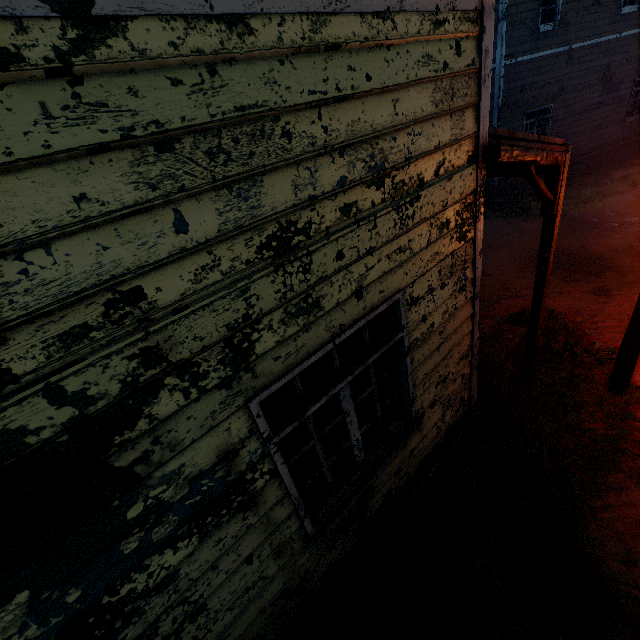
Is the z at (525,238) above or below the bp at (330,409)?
below

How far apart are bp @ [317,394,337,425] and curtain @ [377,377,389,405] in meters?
0.9 m

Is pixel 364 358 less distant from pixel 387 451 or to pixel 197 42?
pixel 387 451

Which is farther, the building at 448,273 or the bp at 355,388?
the bp at 355,388

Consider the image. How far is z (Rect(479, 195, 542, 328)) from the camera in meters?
7.6 m

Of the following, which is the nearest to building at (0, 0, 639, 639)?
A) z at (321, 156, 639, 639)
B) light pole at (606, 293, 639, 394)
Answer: z at (321, 156, 639, 639)

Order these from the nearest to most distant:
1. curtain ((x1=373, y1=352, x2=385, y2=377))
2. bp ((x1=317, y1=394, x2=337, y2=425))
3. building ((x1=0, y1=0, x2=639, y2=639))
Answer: building ((x1=0, y1=0, x2=639, y2=639)) < curtain ((x1=373, y1=352, x2=385, y2=377)) < bp ((x1=317, y1=394, x2=337, y2=425))

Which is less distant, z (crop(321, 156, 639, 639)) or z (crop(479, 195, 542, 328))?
z (crop(321, 156, 639, 639))
